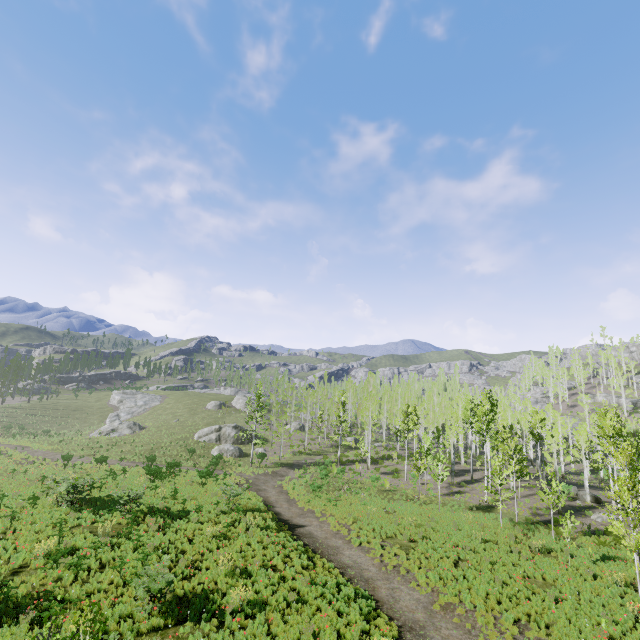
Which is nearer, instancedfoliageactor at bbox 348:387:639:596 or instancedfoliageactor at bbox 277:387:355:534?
instancedfoliageactor at bbox 348:387:639:596

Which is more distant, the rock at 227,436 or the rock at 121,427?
the rock at 121,427

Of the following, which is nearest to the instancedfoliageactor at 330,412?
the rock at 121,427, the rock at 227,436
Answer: the rock at 227,436

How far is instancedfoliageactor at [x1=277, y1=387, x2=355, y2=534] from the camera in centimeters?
2492cm

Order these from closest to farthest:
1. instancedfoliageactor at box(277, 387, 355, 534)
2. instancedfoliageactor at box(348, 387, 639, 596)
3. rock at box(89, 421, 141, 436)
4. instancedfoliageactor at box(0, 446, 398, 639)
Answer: instancedfoliageactor at box(0, 446, 398, 639)
instancedfoliageactor at box(348, 387, 639, 596)
instancedfoliageactor at box(277, 387, 355, 534)
rock at box(89, 421, 141, 436)

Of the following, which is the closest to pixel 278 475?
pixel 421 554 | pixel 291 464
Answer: pixel 291 464

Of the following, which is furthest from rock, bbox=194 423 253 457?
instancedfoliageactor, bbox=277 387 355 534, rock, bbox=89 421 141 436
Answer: rock, bbox=89 421 141 436
